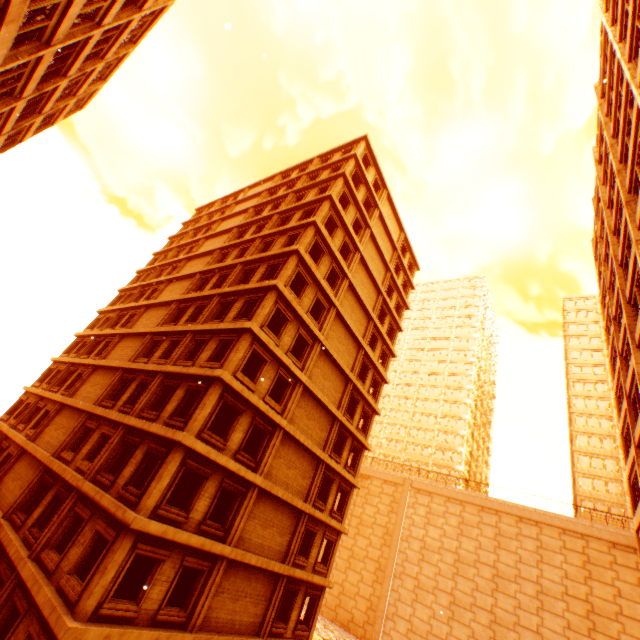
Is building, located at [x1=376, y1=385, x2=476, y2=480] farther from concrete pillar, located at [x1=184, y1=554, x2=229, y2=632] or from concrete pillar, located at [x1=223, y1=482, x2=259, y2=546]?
concrete pillar, located at [x1=184, y1=554, x2=229, y2=632]

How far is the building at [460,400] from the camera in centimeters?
5362cm

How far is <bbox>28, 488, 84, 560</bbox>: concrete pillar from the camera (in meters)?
13.22

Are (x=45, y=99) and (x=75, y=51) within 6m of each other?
yes

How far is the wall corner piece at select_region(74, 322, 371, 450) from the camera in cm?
1689

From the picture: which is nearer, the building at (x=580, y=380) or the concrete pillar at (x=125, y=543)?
the concrete pillar at (x=125, y=543)

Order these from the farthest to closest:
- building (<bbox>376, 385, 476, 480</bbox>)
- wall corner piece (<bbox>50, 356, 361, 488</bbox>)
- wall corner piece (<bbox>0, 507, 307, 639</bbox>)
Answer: building (<bbox>376, 385, 476, 480</bbox>), wall corner piece (<bbox>50, 356, 361, 488</bbox>), wall corner piece (<bbox>0, 507, 307, 639</bbox>)
